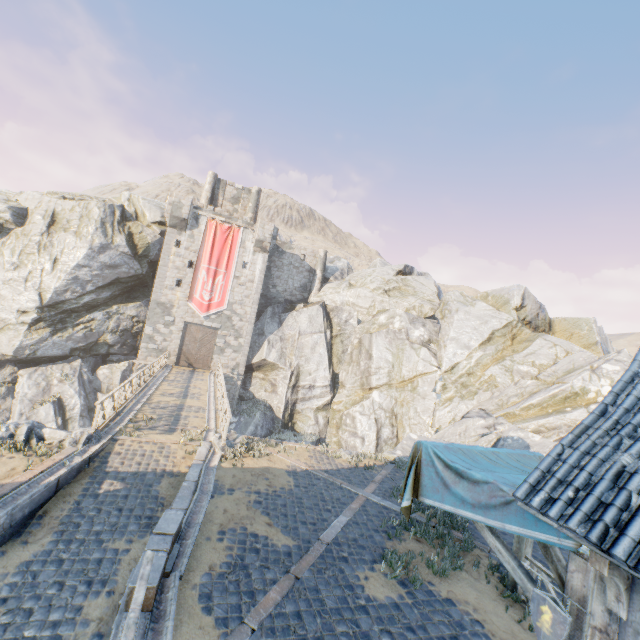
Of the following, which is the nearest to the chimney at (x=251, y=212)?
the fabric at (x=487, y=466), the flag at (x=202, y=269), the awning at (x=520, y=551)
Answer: the flag at (x=202, y=269)

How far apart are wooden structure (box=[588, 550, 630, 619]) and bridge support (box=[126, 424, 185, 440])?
11.72m

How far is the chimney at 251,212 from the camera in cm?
3494

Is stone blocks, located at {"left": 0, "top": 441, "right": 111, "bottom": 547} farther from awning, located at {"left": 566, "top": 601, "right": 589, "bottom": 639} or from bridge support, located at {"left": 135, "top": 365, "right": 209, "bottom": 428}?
awning, located at {"left": 566, "top": 601, "right": 589, "bottom": 639}

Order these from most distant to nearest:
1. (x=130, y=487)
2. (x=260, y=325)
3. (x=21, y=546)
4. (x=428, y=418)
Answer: (x=260, y=325) → (x=428, y=418) → (x=130, y=487) → (x=21, y=546)

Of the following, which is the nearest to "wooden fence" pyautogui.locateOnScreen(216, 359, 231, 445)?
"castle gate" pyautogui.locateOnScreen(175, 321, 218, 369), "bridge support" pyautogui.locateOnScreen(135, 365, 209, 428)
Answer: "bridge support" pyautogui.locateOnScreen(135, 365, 209, 428)

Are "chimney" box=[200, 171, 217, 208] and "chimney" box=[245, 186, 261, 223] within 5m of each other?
yes

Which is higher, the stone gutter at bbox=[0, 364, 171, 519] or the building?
the building
